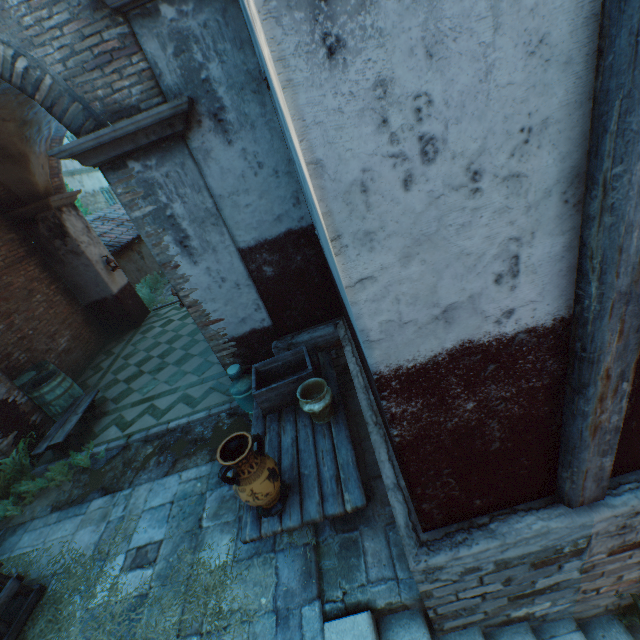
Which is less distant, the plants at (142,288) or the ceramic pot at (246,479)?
the ceramic pot at (246,479)

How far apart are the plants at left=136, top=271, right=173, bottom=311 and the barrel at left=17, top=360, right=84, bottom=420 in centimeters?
382cm

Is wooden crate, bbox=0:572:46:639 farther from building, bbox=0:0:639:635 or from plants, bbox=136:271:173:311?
plants, bbox=136:271:173:311

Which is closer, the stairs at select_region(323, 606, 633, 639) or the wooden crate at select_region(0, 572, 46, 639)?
the stairs at select_region(323, 606, 633, 639)

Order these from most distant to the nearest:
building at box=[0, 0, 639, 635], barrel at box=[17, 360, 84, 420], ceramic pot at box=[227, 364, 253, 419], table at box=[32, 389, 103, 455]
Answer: barrel at box=[17, 360, 84, 420], table at box=[32, 389, 103, 455], ceramic pot at box=[227, 364, 253, 419], building at box=[0, 0, 639, 635]

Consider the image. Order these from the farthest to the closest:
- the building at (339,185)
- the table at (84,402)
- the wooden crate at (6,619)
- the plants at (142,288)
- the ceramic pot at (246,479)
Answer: the plants at (142,288) < the table at (84,402) < the wooden crate at (6,619) < the ceramic pot at (246,479) < the building at (339,185)

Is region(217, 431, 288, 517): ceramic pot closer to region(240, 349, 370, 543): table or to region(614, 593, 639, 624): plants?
region(240, 349, 370, 543): table

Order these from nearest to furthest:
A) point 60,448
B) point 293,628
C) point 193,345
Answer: point 293,628 < point 60,448 < point 193,345
